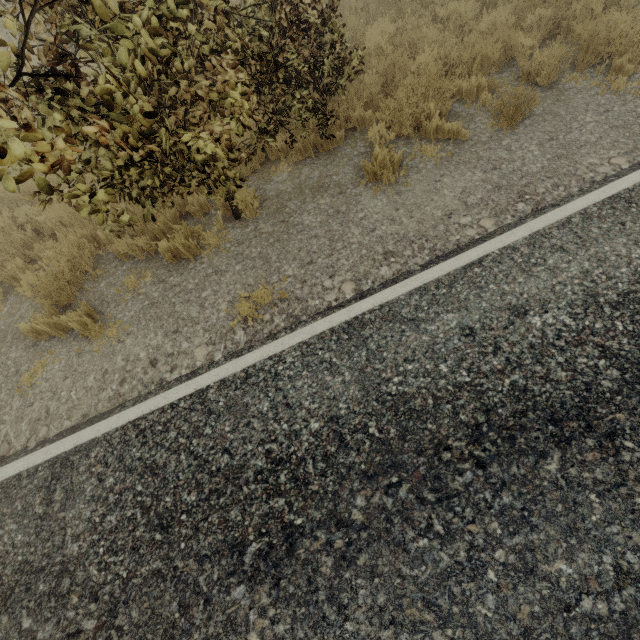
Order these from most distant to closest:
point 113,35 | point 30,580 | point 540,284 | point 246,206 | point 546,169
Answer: point 246,206, point 546,169, point 540,284, point 30,580, point 113,35
